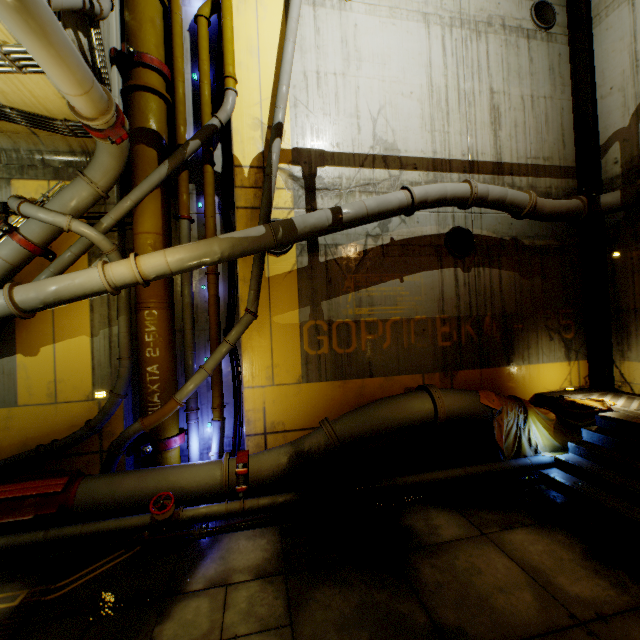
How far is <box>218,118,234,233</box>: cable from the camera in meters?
7.5 m

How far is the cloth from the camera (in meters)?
6.91

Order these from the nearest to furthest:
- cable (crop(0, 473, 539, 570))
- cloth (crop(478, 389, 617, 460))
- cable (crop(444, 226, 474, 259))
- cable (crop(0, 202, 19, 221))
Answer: cable (crop(0, 473, 539, 570)) → cable (crop(0, 202, 19, 221)) → cloth (crop(478, 389, 617, 460)) → cable (crop(444, 226, 474, 259))

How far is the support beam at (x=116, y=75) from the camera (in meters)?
6.49

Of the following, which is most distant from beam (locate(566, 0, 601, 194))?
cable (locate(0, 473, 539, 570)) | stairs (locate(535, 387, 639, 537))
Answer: cable (locate(0, 473, 539, 570))

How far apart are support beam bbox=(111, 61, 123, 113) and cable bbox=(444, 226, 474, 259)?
7.6 meters

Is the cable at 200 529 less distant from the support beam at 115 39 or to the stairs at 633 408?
the stairs at 633 408

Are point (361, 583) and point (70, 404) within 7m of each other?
yes
